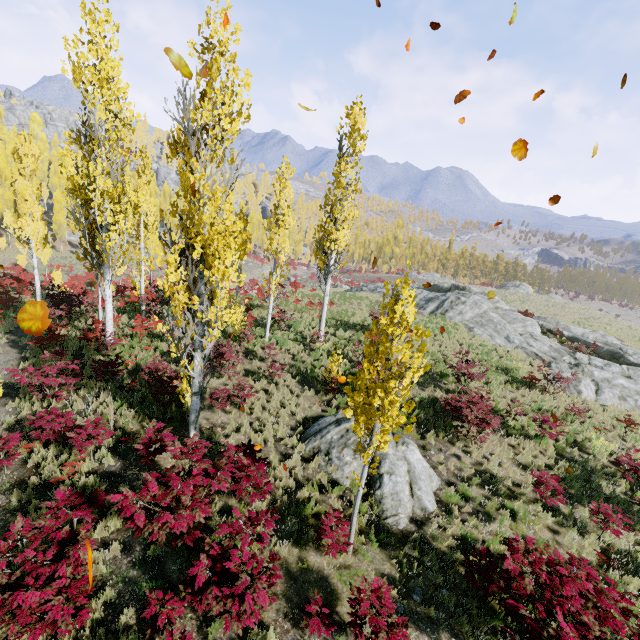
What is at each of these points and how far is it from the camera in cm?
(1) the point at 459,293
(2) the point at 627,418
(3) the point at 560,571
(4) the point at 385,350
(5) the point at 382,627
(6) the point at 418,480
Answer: (1) rock, 2862
(2) instancedfoliageactor, 1323
(3) instancedfoliageactor, 591
(4) instancedfoliageactor, 542
(5) instancedfoliageactor, 523
(6) rock, 896

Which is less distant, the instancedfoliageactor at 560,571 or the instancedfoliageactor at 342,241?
the instancedfoliageactor at 560,571

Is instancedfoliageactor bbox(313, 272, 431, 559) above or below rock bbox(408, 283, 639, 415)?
above

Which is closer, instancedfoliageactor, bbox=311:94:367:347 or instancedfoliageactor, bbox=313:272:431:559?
instancedfoliageactor, bbox=313:272:431:559

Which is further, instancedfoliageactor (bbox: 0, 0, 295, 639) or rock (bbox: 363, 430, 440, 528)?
rock (bbox: 363, 430, 440, 528)

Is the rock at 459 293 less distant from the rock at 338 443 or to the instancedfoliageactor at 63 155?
the instancedfoliageactor at 63 155

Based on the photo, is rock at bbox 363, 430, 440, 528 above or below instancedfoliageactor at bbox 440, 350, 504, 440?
below
